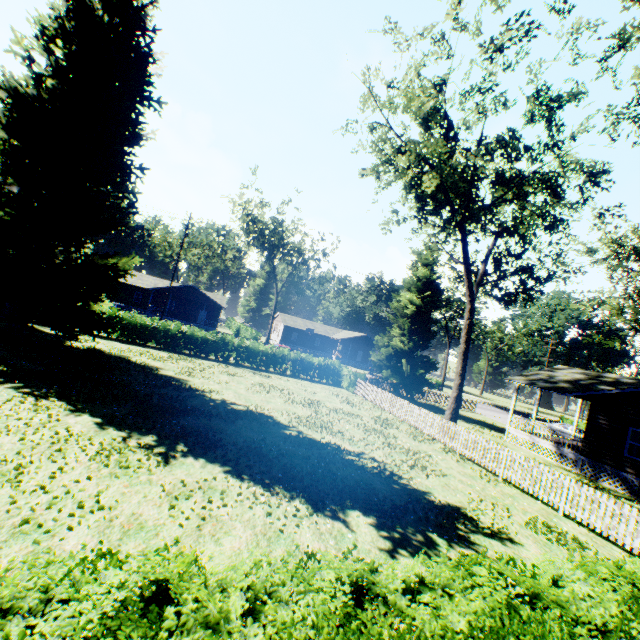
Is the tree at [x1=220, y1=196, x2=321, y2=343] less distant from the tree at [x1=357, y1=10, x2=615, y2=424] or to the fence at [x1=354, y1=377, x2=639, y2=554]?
the fence at [x1=354, y1=377, x2=639, y2=554]

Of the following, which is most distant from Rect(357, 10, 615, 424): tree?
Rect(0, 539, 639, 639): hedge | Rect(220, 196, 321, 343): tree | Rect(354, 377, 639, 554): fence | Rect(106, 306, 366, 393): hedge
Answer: Rect(220, 196, 321, 343): tree

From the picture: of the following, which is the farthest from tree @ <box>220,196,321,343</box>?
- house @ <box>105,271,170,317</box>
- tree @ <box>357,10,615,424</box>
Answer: tree @ <box>357,10,615,424</box>

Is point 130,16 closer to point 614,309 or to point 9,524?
point 9,524

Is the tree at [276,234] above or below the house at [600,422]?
above

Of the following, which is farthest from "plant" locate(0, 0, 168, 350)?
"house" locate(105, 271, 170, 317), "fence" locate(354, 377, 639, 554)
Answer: "house" locate(105, 271, 170, 317)

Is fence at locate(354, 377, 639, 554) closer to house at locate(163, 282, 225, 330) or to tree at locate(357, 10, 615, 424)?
tree at locate(357, 10, 615, 424)

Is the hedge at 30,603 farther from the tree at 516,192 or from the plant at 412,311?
the plant at 412,311
